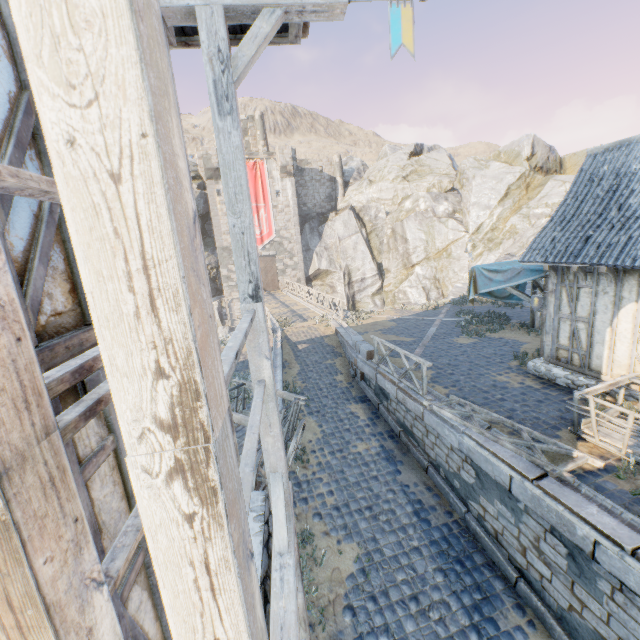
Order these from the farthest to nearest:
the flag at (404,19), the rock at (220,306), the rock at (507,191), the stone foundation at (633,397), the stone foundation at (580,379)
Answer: the rock at (220,306) → the rock at (507,191) → the stone foundation at (580,379) → the stone foundation at (633,397) → the flag at (404,19)

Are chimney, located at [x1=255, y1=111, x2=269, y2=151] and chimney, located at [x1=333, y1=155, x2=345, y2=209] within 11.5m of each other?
yes

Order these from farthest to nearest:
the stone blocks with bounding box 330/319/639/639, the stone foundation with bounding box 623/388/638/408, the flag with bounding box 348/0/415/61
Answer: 1. the stone foundation with bounding box 623/388/638/408
2. the stone blocks with bounding box 330/319/639/639
3. the flag with bounding box 348/0/415/61

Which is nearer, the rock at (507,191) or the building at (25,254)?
the building at (25,254)

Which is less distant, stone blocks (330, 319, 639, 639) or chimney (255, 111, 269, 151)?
stone blocks (330, 319, 639, 639)

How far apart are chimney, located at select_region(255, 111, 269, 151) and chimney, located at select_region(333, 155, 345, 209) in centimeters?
734cm

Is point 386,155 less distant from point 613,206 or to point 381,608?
point 613,206

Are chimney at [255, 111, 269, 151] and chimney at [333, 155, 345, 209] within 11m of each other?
yes
